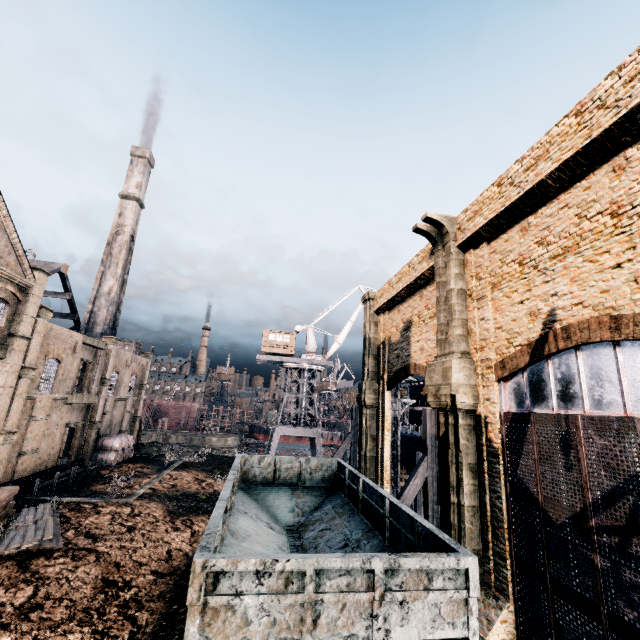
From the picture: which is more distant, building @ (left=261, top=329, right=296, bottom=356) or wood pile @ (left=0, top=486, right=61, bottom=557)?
building @ (left=261, top=329, right=296, bottom=356)

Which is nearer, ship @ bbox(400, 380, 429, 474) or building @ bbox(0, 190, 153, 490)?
building @ bbox(0, 190, 153, 490)

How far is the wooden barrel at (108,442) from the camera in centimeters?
3350cm

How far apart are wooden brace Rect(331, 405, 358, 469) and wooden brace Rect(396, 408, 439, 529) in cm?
1168

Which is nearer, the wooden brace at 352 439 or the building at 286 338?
the wooden brace at 352 439

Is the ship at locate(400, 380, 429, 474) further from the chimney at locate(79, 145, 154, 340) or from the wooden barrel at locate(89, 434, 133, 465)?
the chimney at locate(79, 145, 154, 340)

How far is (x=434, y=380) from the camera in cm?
1527

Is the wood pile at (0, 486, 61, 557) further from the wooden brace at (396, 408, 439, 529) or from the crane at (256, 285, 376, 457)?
the crane at (256, 285, 376, 457)
